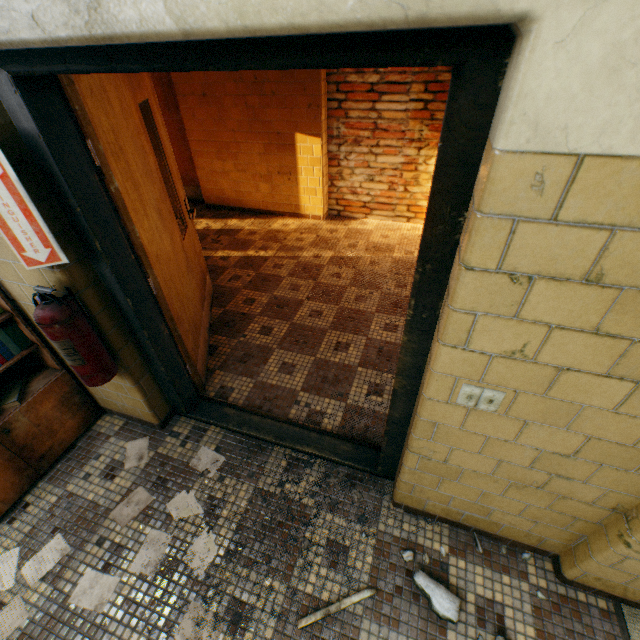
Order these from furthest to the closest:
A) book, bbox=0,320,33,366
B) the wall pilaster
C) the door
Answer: book, bbox=0,320,33,366
the wall pilaster
the door

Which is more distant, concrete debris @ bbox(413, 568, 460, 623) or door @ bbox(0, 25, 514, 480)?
concrete debris @ bbox(413, 568, 460, 623)

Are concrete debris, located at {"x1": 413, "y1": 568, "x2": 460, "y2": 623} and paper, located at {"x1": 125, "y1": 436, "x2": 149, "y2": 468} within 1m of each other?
no

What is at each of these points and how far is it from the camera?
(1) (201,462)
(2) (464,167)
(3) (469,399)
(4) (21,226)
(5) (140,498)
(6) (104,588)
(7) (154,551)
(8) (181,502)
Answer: (1) paper, 2.2m
(2) door, 0.9m
(3) light switch, 1.2m
(4) sign, 1.3m
(5) paper, 2.1m
(6) paper, 1.7m
(7) paper, 1.8m
(8) paper, 2.0m

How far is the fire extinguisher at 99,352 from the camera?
1.49m

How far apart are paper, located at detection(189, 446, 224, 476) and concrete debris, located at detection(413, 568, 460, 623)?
1.2 meters

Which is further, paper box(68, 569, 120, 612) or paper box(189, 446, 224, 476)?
paper box(189, 446, 224, 476)

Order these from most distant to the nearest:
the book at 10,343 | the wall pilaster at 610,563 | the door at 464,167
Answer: the book at 10,343 → the wall pilaster at 610,563 → the door at 464,167
